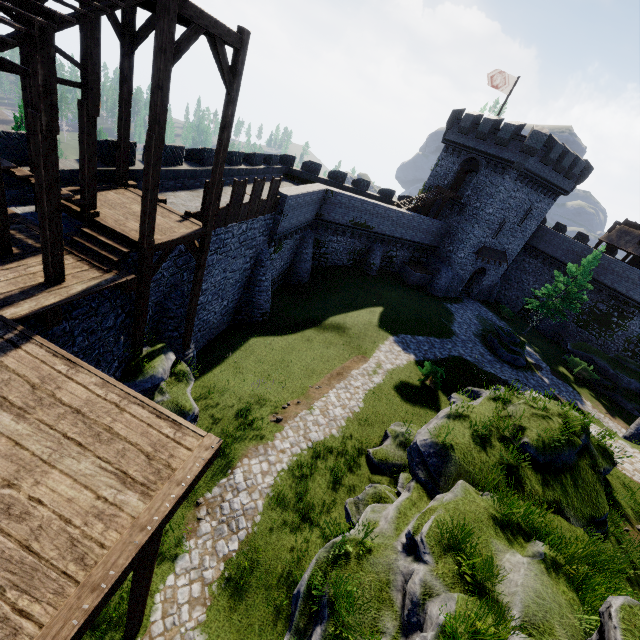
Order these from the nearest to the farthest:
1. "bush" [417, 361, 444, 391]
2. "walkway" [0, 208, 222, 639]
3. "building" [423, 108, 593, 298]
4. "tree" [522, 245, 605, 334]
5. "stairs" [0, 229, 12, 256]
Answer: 1. "walkway" [0, 208, 222, 639]
2. "stairs" [0, 229, 12, 256]
3. "bush" [417, 361, 444, 391]
4. "building" [423, 108, 593, 298]
5. "tree" [522, 245, 605, 334]

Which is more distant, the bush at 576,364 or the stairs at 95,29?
the bush at 576,364

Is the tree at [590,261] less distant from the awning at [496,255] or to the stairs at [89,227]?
the awning at [496,255]

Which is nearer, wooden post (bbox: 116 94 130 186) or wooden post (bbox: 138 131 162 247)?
wooden post (bbox: 138 131 162 247)

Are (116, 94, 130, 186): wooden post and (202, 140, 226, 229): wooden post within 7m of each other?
yes

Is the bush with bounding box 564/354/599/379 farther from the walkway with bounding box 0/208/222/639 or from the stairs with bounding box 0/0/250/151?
the walkway with bounding box 0/208/222/639

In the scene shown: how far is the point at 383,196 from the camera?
34.5 meters

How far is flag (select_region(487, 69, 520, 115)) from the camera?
30.23m
